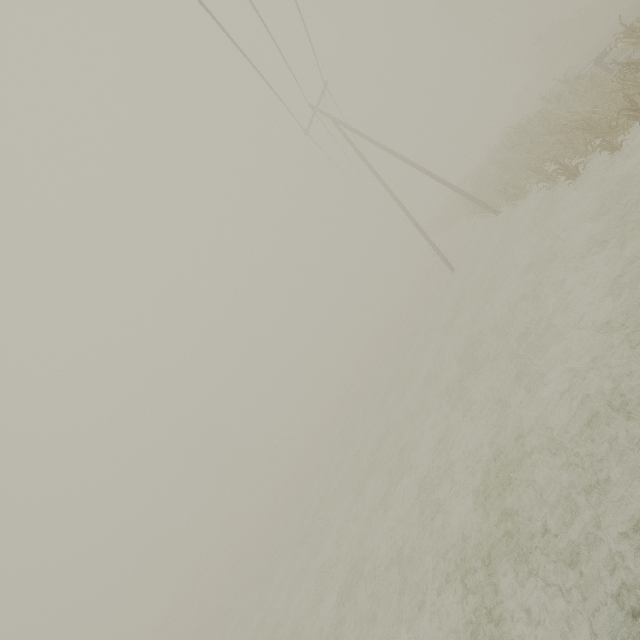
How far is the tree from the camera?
23.1 meters

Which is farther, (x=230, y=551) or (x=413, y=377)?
(x=230, y=551)

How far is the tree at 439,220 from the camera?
23.1 meters
